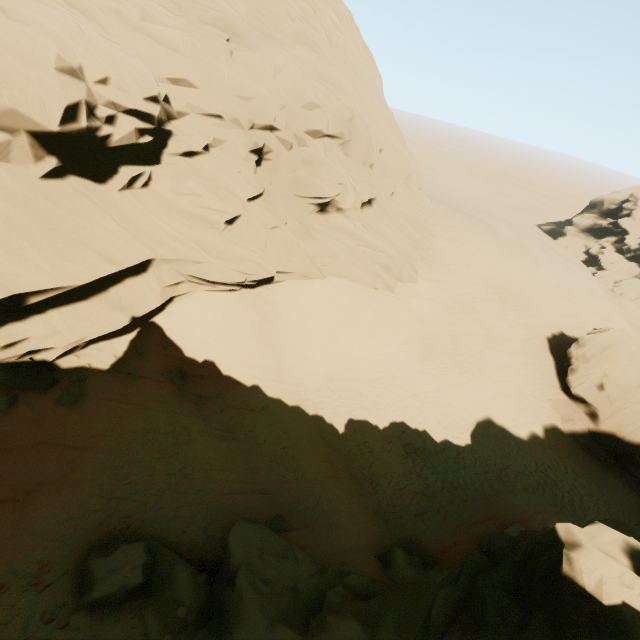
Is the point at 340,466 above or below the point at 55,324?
below

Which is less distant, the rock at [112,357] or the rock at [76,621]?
the rock at [76,621]

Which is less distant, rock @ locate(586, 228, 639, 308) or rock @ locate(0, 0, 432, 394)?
rock @ locate(0, 0, 432, 394)

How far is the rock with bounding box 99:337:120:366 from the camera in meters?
13.0

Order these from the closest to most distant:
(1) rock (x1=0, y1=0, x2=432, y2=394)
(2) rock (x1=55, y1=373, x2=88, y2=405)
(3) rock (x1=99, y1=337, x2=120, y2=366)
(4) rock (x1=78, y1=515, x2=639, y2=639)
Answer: (4) rock (x1=78, y1=515, x2=639, y2=639) → (1) rock (x1=0, y1=0, x2=432, y2=394) → (2) rock (x1=55, y1=373, x2=88, y2=405) → (3) rock (x1=99, y1=337, x2=120, y2=366)

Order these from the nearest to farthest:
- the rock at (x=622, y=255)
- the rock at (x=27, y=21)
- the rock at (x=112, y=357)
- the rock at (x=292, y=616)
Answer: the rock at (x=292, y=616), the rock at (x=27, y=21), the rock at (x=112, y=357), the rock at (x=622, y=255)
